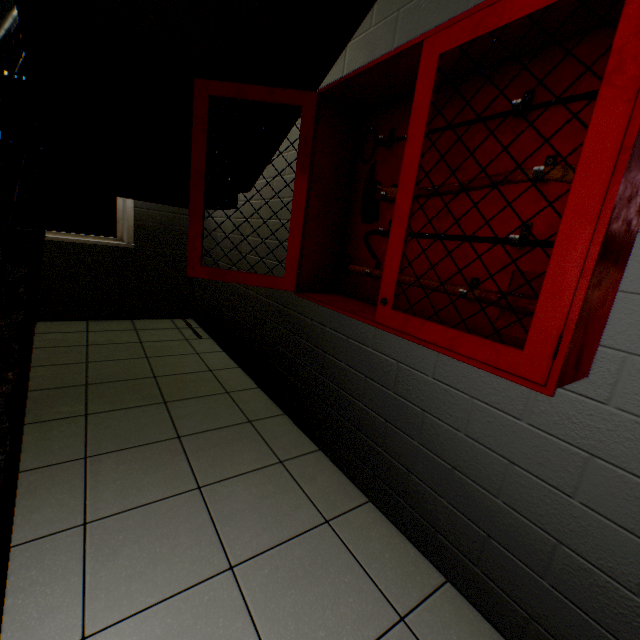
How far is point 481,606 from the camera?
1.3m

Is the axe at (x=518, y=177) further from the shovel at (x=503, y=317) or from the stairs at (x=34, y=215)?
the stairs at (x=34, y=215)

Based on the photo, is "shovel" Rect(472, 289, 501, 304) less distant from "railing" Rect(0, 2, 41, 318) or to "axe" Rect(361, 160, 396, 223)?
"axe" Rect(361, 160, 396, 223)

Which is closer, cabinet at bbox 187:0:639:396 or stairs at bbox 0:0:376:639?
cabinet at bbox 187:0:639:396

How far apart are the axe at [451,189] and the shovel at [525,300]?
0.2 meters

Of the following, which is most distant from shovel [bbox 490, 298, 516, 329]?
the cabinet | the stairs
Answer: the stairs

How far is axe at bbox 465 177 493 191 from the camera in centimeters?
118cm
